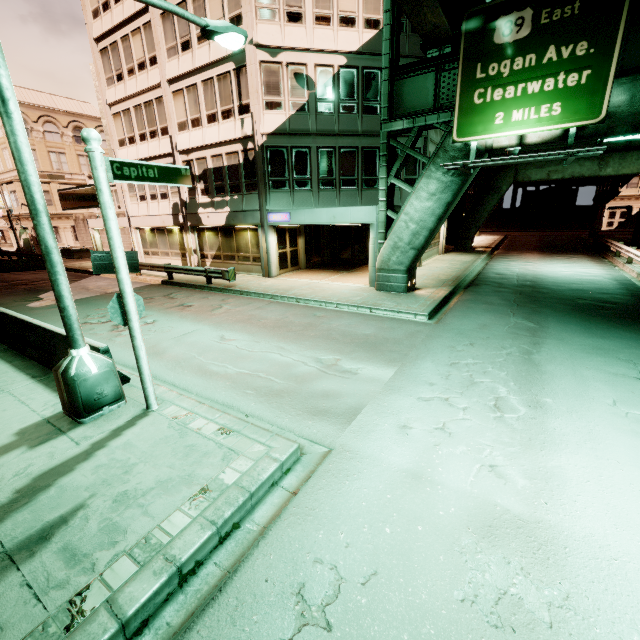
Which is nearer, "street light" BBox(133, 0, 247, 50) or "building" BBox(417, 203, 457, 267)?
"street light" BBox(133, 0, 247, 50)

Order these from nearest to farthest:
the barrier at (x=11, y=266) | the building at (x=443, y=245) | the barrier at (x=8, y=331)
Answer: the barrier at (x=8, y=331) < the building at (x=443, y=245) < the barrier at (x=11, y=266)

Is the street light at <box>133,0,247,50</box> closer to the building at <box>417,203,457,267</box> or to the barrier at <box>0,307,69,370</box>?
the barrier at <box>0,307,69,370</box>

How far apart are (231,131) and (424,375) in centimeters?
1710cm

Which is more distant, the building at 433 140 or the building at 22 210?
the building at 22 210

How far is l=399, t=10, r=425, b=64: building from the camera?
16.7 meters

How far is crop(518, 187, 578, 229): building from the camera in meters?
48.3 m

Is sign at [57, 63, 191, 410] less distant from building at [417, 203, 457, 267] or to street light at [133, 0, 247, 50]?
street light at [133, 0, 247, 50]
